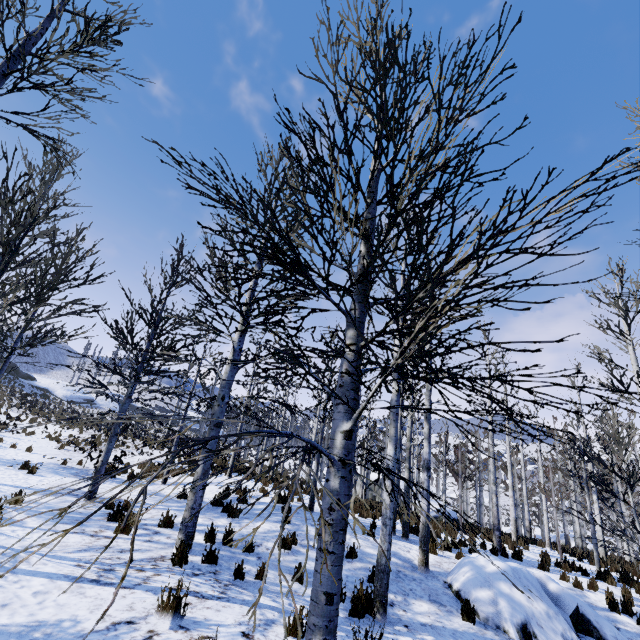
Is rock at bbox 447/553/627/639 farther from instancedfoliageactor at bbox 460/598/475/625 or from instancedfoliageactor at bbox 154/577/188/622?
instancedfoliageactor at bbox 154/577/188/622

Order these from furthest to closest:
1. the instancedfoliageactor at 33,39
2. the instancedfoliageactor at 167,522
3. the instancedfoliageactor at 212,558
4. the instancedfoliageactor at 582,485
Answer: the instancedfoliageactor at 167,522, the instancedfoliageactor at 212,558, the instancedfoliageactor at 33,39, the instancedfoliageactor at 582,485

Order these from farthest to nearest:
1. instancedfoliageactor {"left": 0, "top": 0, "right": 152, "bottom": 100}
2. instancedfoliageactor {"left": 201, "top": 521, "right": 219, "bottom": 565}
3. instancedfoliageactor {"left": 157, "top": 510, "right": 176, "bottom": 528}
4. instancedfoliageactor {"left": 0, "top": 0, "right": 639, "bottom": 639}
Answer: instancedfoliageactor {"left": 157, "top": 510, "right": 176, "bottom": 528} < instancedfoliageactor {"left": 201, "top": 521, "right": 219, "bottom": 565} < instancedfoliageactor {"left": 0, "top": 0, "right": 152, "bottom": 100} < instancedfoliageactor {"left": 0, "top": 0, "right": 639, "bottom": 639}

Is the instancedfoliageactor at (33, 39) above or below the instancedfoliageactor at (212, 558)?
above

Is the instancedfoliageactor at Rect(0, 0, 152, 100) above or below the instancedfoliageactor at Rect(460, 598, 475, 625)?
above

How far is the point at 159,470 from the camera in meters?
1.2 m

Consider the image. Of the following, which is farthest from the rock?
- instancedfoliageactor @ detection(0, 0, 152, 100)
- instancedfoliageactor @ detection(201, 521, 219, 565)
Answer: instancedfoliageactor @ detection(201, 521, 219, 565)
